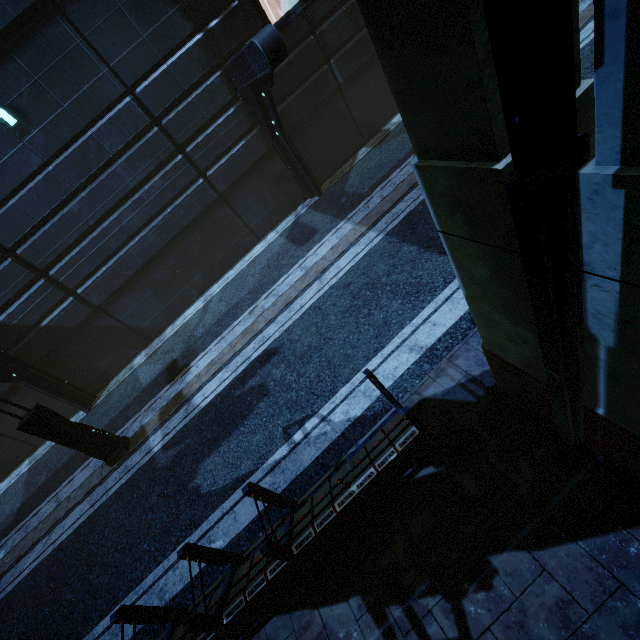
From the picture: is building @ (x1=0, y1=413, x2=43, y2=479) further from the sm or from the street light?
the street light

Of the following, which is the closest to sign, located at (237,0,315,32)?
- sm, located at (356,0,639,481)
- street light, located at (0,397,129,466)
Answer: sm, located at (356,0,639,481)

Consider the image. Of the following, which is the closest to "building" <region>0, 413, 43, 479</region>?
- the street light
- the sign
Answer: the sign

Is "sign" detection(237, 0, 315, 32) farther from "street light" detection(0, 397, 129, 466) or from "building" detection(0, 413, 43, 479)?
"street light" detection(0, 397, 129, 466)

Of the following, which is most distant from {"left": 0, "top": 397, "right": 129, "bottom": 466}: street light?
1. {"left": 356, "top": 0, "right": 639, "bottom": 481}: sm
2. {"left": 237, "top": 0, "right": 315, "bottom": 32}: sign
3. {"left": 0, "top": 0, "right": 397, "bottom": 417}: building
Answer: {"left": 237, "top": 0, "right": 315, "bottom": 32}: sign

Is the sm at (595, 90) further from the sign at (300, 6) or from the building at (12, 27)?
the sign at (300, 6)

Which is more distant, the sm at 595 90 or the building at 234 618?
the building at 234 618

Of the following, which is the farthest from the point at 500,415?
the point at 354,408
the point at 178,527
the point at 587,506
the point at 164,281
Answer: the point at 164,281
